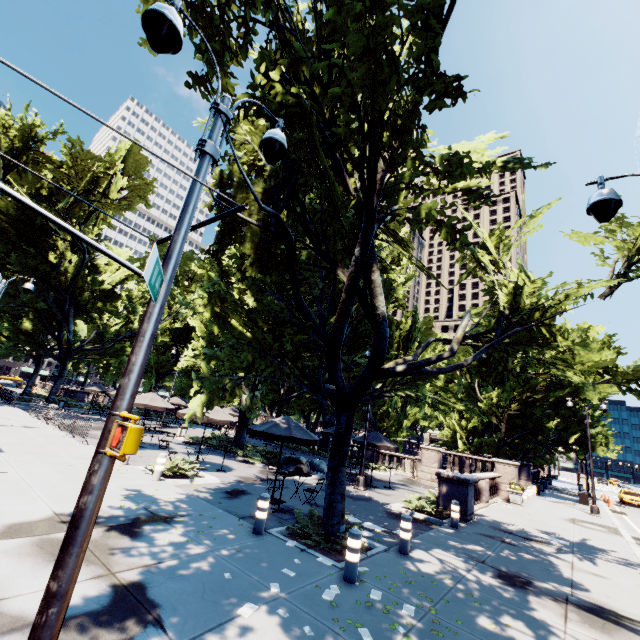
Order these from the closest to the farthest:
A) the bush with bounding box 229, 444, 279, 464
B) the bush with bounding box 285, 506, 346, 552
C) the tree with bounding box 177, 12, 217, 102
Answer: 1. the tree with bounding box 177, 12, 217, 102
2. the bush with bounding box 285, 506, 346, 552
3. the bush with bounding box 229, 444, 279, 464

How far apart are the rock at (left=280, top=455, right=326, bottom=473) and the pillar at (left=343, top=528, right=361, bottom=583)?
12.09m

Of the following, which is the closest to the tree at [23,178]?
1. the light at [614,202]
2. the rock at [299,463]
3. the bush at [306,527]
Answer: the bush at [306,527]

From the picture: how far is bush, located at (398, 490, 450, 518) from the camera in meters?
13.3

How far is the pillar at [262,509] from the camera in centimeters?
785cm

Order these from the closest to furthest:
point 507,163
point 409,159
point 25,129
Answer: point 409,159 < point 507,163 < point 25,129

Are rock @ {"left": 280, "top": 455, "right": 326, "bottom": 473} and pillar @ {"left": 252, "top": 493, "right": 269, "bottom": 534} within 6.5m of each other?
no

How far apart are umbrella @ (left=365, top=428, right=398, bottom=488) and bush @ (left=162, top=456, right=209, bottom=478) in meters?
8.6
